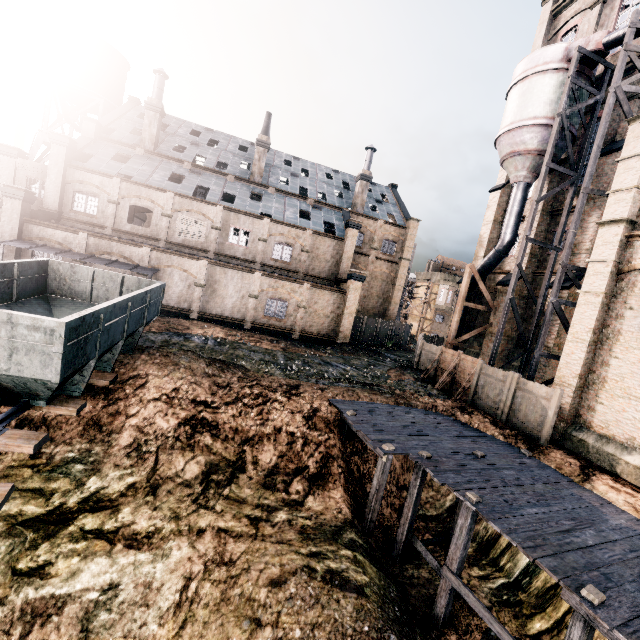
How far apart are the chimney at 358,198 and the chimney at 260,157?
10.8 meters

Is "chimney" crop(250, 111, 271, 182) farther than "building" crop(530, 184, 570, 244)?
Yes

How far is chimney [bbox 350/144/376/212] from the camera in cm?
3862

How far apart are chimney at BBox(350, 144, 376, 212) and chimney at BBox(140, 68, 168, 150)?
22.03m

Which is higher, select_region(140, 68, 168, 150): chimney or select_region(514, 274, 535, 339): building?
select_region(140, 68, 168, 150): chimney

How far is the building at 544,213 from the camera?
23.56m

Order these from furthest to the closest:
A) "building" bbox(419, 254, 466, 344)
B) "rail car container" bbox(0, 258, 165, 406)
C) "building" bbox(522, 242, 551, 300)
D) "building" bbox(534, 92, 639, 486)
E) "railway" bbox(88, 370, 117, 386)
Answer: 1. "building" bbox(419, 254, 466, 344)
2. "building" bbox(522, 242, 551, 300)
3. "building" bbox(534, 92, 639, 486)
4. "railway" bbox(88, 370, 117, 386)
5. "rail car container" bbox(0, 258, 165, 406)

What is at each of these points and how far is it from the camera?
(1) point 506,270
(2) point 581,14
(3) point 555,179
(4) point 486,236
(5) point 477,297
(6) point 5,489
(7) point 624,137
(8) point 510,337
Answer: (1) building, 27.19m
(2) building, 25.02m
(3) building, 23.98m
(4) building, 29.09m
(5) building, 29.47m
(6) railway, 6.96m
(7) building, 19.98m
(8) building, 25.06m
